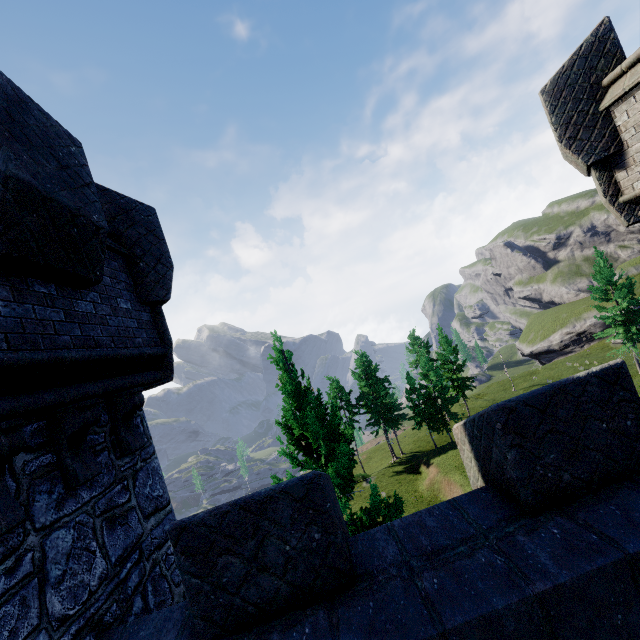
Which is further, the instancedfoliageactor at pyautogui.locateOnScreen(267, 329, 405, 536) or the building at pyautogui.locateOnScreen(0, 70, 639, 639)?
the instancedfoliageactor at pyautogui.locateOnScreen(267, 329, 405, 536)

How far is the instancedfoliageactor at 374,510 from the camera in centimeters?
830cm

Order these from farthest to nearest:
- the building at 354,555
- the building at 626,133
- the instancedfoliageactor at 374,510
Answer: the instancedfoliageactor at 374,510 → the building at 626,133 → the building at 354,555

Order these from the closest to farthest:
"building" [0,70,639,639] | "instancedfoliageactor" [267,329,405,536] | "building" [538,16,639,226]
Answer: "building" [0,70,639,639] < "building" [538,16,639,226] < "instancedfoliageactor" [267,329,405,536]

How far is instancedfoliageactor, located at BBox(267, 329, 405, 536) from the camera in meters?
8.3

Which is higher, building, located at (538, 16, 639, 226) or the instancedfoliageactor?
building, located at (538, 16, 639, 226)

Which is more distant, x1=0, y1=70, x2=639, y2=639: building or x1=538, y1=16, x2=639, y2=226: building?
x1=538, y1=16, x2=639, y2=226: building

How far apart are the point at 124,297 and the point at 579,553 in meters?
5.8
